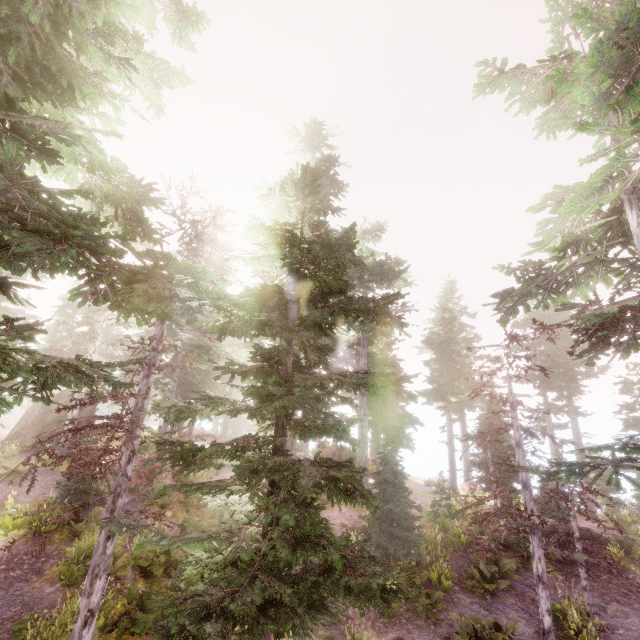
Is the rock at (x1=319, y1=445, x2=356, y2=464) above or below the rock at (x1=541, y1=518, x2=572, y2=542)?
above

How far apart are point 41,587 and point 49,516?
3.5m

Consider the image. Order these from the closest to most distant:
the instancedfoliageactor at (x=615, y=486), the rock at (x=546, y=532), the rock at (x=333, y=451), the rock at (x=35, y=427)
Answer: the instancedfoliageactor at (x=615, y=486)
the rock at (x=546, y=532)
the rock at (x=35, y=427)
the rock at (x=333, y=451)

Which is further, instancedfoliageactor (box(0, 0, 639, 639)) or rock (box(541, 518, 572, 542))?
rock (box(541, 518, 572, 542))

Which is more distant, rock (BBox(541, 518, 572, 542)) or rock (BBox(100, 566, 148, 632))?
rock (BBox(541, 518, 572, 542))

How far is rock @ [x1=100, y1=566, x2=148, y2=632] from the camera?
9.39m

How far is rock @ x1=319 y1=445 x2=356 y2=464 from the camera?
29.77m

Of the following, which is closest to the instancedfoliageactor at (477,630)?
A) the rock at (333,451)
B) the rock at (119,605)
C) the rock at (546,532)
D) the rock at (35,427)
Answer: the rock at (35,427)
